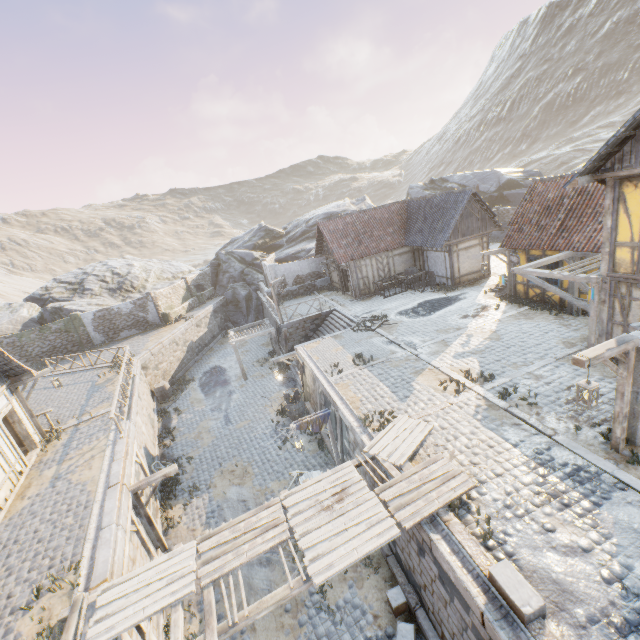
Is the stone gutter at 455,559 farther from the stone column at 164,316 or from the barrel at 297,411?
the stone column at 164,316

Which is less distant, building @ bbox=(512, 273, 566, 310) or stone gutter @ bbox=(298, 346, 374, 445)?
stone gutter @ bbox=(298, 346, 374, 445)

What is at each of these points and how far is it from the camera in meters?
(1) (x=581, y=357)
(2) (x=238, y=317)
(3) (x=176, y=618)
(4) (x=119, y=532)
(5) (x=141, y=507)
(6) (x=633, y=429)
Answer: (1) street light, 6.4 m
(2) rock, 34.8 m
(3) wooden structure, 6.1 m
(4) stone blocks, 8.6 m
(5) wooden structure, 10.8 m
(6) awning, 7.6 m

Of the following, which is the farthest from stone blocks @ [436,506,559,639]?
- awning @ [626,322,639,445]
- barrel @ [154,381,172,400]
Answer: barrel @ [154,381,172,400]

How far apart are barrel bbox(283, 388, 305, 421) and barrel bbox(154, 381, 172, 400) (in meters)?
10.37

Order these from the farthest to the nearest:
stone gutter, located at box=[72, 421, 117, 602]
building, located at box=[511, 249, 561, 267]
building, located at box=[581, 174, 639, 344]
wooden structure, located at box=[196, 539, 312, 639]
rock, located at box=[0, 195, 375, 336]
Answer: rock, located at box=[0, 195, 375, 336] < building, located at box=[511, 249, 561, 267] < building, located at box=[581, 174, 639, 344] < stone gutter, located at box=[72, 421, 117, 602] < wooden structure, located at box=[196, 539, 312, 639]

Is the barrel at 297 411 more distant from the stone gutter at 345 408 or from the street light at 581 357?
the street light at 581 357

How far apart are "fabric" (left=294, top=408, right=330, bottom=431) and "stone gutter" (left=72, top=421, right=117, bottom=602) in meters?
6.0
